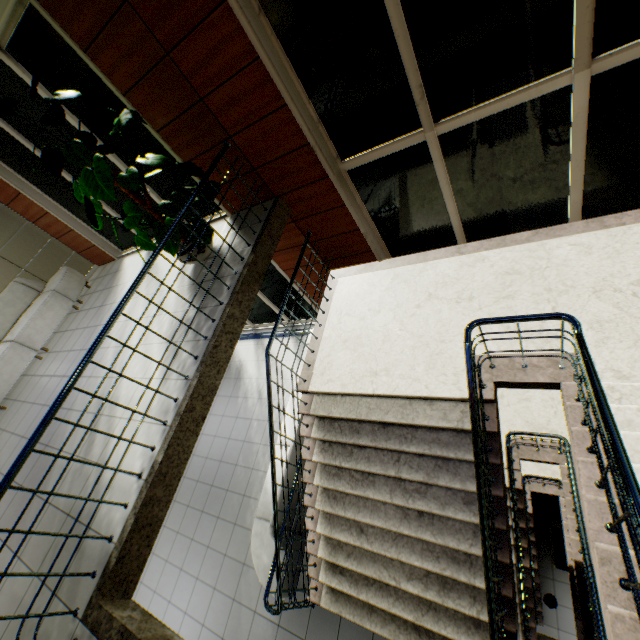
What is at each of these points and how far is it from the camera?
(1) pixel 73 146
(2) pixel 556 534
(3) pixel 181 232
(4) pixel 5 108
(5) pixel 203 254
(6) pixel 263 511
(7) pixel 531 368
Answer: (1) pills, 3.5 meters
(2) atm, 7.7 meters
(3) pills, 4.7 meters
(4) pills, 3.3 meters
(5) flower pot, 4.8 meters
(6) sofa, 5.4 meters
(7) stairs, 3.4 meters

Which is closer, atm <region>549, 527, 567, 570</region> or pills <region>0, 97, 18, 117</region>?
pills <region>0, 97, 18, 117</region>

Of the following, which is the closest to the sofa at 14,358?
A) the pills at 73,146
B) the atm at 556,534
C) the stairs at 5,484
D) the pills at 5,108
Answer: the pills at 73,146

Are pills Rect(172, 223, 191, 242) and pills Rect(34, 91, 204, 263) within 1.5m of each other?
yes

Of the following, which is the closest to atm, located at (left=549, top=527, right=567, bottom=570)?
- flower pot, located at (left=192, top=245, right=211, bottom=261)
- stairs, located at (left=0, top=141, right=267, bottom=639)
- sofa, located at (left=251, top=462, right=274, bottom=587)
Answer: stairs, located at (left=0, top=141, right=267, bottom=639)

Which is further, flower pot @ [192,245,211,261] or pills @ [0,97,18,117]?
flower pot @ [192,245,211,261]

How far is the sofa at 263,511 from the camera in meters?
4.8

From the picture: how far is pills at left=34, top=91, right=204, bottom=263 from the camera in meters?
3.5 m
